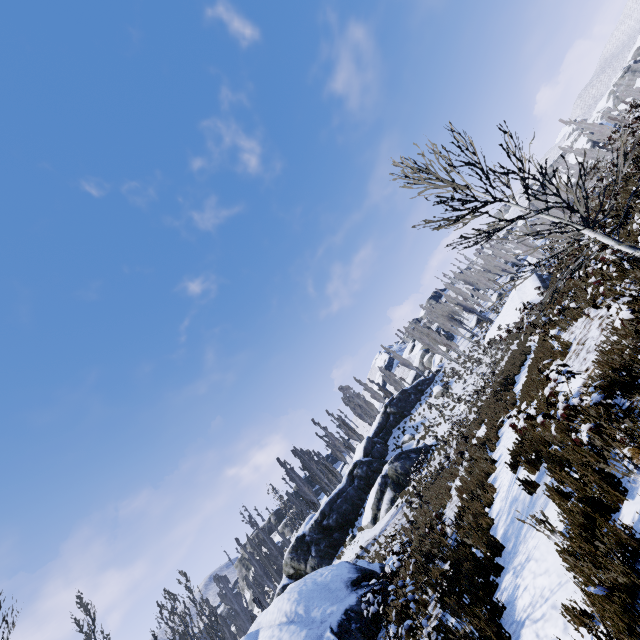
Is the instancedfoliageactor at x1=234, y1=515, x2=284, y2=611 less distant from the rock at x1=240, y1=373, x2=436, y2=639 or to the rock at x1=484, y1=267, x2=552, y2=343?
the rock at x1=484, y1=267, x2=552, y2=343

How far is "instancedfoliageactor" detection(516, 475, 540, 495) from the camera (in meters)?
6.44

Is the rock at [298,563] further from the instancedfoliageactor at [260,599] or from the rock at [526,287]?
the rock at [526,287]

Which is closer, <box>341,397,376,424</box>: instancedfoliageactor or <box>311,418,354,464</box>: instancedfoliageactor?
<box>311,418,354,464</box>: instancedfoliageactor

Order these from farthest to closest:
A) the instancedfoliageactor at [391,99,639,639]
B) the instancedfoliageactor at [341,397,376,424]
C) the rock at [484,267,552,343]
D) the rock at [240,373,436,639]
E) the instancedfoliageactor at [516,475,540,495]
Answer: the instancedfoliageactor at [341,397,376,424] < the rock at [484,267,552,343] < the rock at [240,373,436,639] < the instancedfoliageactor at [516,475,540,495] < the instancedfoliageactor at [391,99,639,639]

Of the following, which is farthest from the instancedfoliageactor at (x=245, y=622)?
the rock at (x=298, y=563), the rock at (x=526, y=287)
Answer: the rock at (x=298, y=563)

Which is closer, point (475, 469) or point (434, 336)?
point (475, 469)
